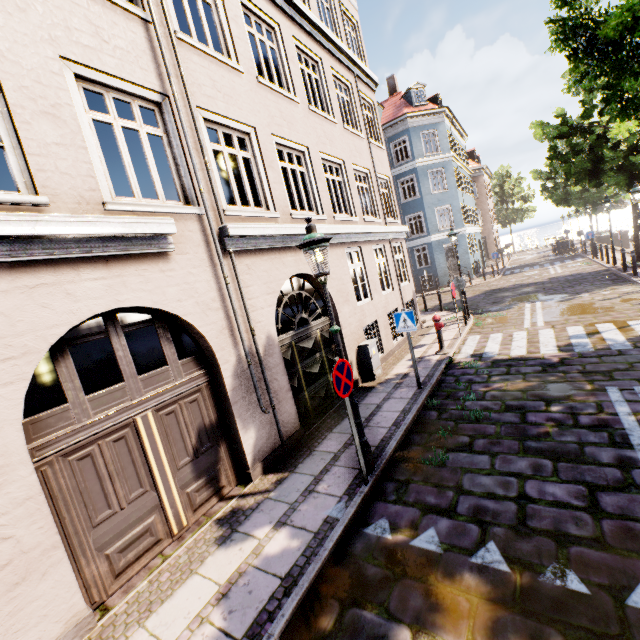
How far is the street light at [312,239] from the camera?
4.5m

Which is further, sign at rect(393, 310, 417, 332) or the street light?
sign at rect(393, 310, 417, 332)

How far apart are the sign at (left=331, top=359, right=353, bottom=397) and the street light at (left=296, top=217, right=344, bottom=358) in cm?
10

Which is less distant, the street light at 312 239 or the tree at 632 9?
the street light at 312 239

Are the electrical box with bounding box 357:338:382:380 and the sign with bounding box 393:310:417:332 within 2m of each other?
yes

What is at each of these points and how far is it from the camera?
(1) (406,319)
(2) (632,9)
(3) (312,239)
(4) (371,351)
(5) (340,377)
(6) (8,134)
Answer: (1) sign, 7.5 meters
(2) tree, 4.7 meters
(3) street light, 4.4 meters
(4) electrical box, 9.1 meters
(5) sign, 4.5 meters
(6) building, 3.5 meters

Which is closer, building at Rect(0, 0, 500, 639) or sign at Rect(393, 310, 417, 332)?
building at Rect(0, 0, 500, 639)

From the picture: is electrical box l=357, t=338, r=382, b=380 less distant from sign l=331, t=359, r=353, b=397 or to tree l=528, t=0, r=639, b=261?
sign l=331, t=359, r=353, b=397
